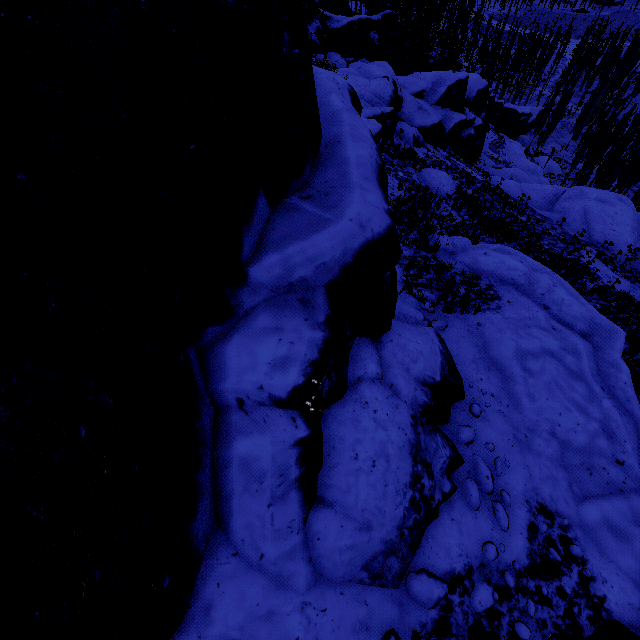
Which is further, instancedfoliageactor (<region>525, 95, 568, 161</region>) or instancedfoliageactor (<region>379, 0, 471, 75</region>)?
instancedfoliageactor (<region>525, 95, 568, 161</region>)

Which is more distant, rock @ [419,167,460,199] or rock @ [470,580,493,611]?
rock @ [419,167,460,199]

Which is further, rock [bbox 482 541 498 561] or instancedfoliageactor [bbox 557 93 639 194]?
instancedfoliageactor [bbox 557 93 639 194]

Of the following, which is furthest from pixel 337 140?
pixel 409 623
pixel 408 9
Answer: pixel 408 9

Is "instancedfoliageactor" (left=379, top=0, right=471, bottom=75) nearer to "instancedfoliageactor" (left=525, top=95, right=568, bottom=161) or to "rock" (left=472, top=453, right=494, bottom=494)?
"rock" (left=472, top=453, right=494, bottom=494)

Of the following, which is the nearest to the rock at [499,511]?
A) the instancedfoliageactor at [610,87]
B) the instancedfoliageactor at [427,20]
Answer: the instancedfoliageactor at [610,87]

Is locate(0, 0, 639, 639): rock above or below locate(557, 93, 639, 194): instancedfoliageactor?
above
